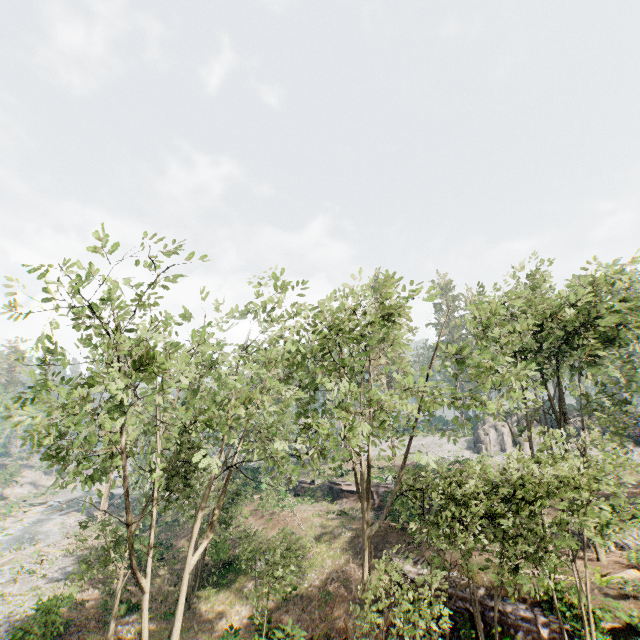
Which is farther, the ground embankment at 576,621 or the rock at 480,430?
the rock at 480,430

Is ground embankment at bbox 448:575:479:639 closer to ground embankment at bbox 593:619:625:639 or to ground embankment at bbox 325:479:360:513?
ground embankment at bbox 593:619:625:639

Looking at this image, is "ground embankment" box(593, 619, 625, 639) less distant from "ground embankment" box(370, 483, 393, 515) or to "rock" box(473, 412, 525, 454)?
"ground embankment" box(370, 483, 393, 515)

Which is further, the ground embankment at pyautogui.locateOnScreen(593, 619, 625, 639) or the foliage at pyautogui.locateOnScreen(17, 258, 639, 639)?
the ground embankment at pyautogui.locateOnScreen(593, 619, 625, 639)

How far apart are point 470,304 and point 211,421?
15.0 meters

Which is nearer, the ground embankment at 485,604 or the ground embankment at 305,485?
the ground embankment at 485,604

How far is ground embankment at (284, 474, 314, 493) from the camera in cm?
4128

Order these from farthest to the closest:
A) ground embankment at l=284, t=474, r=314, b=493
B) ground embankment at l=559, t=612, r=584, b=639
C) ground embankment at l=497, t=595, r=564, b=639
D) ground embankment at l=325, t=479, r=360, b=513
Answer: ground embankment at l=284, t=474, r=314, b=493 → ground embankment at l=325, t=479, r=360, b=513 → ground embankment at l=497, t=595, r=564, b=639 → ground embankment at l=559, t=612, r=584, b=639
